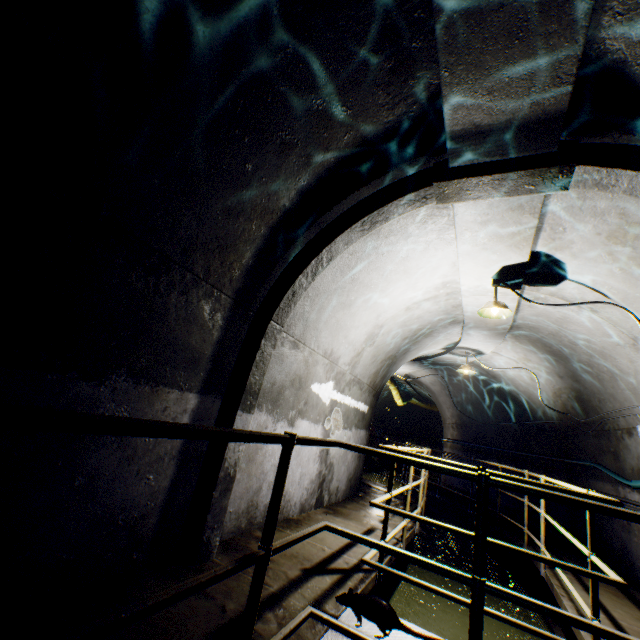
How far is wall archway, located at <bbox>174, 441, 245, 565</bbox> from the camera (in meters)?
2.72

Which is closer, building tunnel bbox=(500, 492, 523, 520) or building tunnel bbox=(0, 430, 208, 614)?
building tunnel bbox=(0, 430, 208, 614)

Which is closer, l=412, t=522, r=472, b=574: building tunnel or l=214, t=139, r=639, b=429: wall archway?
l=214, t=139, r=639, b=429: wall archway

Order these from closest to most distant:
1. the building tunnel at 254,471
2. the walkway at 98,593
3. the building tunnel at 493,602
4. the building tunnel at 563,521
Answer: the walkway at 98,593 → the building tunnel at 254,471 → the building tunnel at 493,602 → the building tunnel at 563,521

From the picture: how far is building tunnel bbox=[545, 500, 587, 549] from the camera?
6.3m

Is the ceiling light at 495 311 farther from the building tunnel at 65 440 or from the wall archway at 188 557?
the wall archway at 188 557

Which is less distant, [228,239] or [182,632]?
[182,632]
